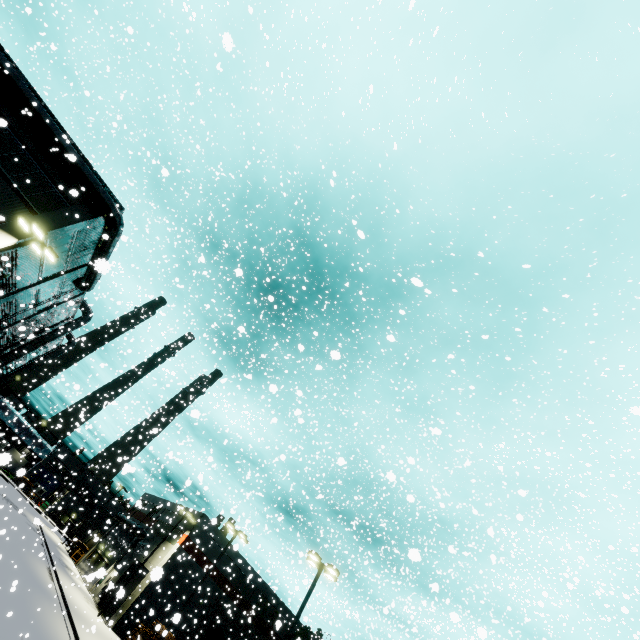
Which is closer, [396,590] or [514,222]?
[396,590]

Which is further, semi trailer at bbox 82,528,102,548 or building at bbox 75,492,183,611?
building at bbox 75,492,183,611

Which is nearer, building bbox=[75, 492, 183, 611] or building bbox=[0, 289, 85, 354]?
building bbox=[0, 289, 85, 354]

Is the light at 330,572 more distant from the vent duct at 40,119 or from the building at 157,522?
the vent duct at 40,119

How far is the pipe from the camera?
39.2 meters

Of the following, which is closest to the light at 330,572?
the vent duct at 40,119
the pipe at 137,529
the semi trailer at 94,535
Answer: A: the semi trailer at 94,535

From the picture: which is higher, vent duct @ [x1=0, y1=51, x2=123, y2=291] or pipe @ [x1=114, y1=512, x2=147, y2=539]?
vent duct @ [x1=0, y1=51, x2=123, y2=291]
